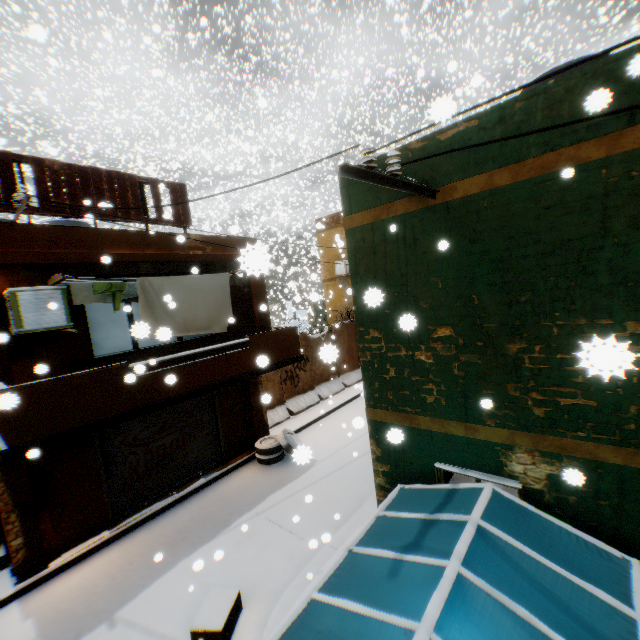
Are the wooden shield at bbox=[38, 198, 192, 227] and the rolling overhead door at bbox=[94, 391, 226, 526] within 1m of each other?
yes

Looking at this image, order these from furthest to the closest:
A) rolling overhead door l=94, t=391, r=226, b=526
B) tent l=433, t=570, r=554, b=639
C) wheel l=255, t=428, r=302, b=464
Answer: wheel l=255, t=428, r=302, b=464 → rolling overhead door l=94, t=391, r=226, b=526 → tent l=433, t=570, r=554, b=639

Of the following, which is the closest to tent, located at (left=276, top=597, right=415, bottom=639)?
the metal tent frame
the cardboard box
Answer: the metal tent frame

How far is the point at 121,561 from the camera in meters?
7.2 m

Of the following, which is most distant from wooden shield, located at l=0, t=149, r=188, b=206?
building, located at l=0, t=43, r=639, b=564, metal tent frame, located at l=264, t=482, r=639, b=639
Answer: metal tent frame, located at l=264, t=482, r=639, b=639

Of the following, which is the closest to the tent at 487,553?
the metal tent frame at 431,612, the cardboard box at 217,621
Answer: the metal tent frame at 431,612

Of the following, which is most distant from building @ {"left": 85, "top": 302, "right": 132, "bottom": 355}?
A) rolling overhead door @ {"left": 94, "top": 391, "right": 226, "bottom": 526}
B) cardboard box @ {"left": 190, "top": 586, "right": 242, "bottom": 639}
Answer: cardboard box @ {"left": 190, "top": 586, "right": 242, "bottom": 639}

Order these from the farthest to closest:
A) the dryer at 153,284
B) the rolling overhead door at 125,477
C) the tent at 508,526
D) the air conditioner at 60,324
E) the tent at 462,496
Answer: the rolling overhead door at 125,477 < the dryer at 153,284 < the air conditioner at 60,324 < the tent at 462,496 < the tent at 508,526
